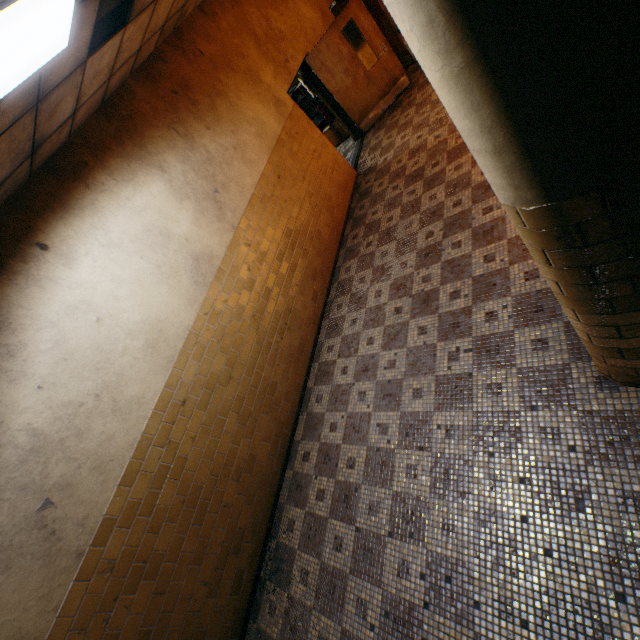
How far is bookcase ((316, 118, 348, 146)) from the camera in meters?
8.8

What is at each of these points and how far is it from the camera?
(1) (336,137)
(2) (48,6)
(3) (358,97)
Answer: (1) bookcase, 9.1m
(2) lamp, 1.8m
(3) door, 7.7m

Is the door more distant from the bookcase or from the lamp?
the lamp

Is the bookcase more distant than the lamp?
Yes

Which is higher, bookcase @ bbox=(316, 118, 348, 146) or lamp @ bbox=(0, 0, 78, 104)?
lamp @ bbox=(0, 0, 78, 104)

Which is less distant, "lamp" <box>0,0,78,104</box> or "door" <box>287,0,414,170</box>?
"lamp" <box>0,0,78,104</box>

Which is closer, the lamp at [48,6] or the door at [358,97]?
the lamp at [48,6]

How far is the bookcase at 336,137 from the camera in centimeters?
883cm
